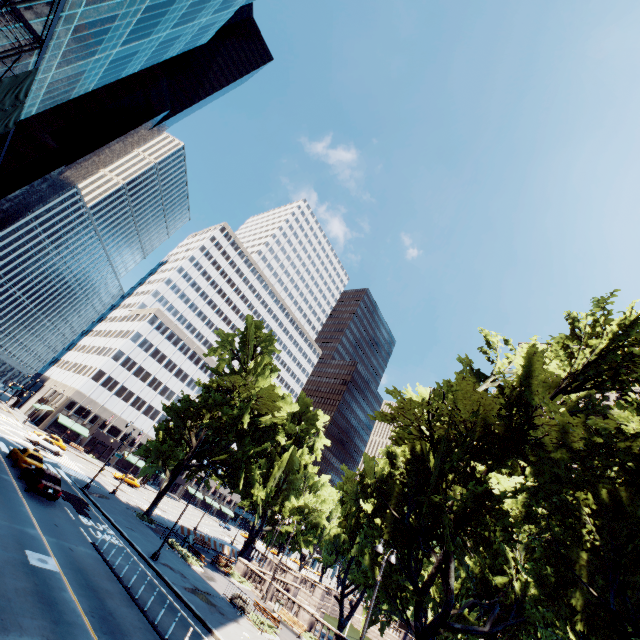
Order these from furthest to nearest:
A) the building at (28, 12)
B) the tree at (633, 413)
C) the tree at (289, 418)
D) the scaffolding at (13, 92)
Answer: the tree at (289, 418) → the building at (28, 12) → the tree at (633, 413) → the scaffolding at (13, 92)

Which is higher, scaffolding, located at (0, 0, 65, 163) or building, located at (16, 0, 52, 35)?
building, located at (16, 0, 52, 35)

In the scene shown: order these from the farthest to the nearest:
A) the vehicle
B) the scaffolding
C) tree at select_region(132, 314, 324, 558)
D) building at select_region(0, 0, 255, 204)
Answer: tree at select_region(132, 314, 324, 558) < building at select_region(0, 0, 255, 204) < the vehicle < the scaffolding

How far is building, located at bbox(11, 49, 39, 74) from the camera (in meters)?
21.52

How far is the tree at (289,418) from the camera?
35.1 meters

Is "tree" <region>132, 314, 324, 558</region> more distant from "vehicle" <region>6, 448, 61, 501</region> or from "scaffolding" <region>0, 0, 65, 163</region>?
"scaffolding" <region>0, 0, 65, 163</region>

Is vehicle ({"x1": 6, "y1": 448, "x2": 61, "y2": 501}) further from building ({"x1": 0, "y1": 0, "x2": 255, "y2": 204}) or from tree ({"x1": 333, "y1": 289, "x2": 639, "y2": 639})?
building ({"x1": 0, "y1": 0, "x2": 255, "y2": 204})

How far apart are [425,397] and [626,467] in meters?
11.5 m
